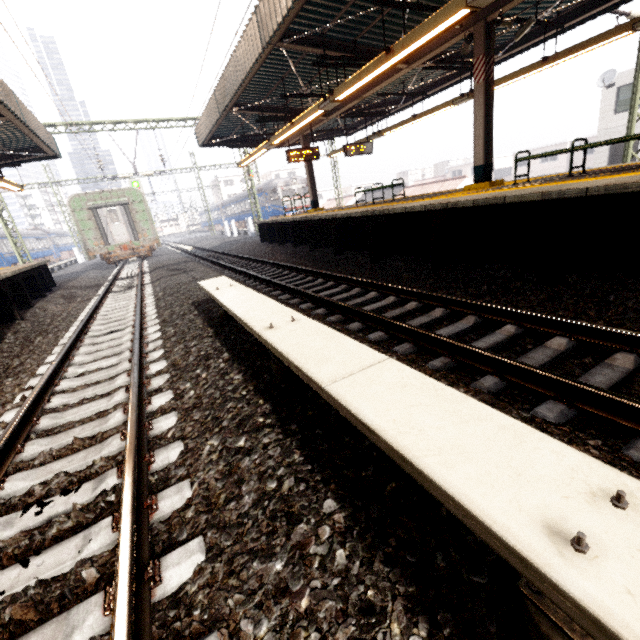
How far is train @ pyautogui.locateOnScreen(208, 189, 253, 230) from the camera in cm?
3738

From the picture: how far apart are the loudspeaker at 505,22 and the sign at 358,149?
7.7m

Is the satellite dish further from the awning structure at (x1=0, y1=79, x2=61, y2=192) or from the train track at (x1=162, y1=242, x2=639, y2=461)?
the awning structure at (x1=0, y1=79, x2=61, y2=192)

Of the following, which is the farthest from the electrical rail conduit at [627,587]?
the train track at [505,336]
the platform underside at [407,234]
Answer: the platform underside at [407,234]

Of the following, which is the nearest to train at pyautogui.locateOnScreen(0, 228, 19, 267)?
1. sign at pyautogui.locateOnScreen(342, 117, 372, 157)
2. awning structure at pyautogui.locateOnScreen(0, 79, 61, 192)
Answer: awning structure at pyautogui.locateOnScreen(0, 79, 61, 192)

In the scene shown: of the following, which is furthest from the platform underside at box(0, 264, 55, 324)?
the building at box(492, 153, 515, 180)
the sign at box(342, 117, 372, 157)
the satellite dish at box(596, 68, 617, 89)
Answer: the building at box(492, 153, 515, 180)

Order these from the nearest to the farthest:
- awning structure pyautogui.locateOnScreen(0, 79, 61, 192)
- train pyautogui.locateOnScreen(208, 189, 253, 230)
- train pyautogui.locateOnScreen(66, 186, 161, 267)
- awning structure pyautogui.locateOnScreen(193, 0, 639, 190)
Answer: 1. awning structure pyautogui.locateOnScreen(193, 0, 639, 190)
2. awning structure pyautogui.locateOnScreen(0, 79, 61, 192)
3. train pyautogui.locateOnScreen(66, 186, 161, 267)
4. train pyautogui.locateOnScreen(208, 189, 253, 230)

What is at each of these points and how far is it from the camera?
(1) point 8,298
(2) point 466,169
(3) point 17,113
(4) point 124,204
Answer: (1) platform underside, 7.9 meters
(2) building, 56.2 meters
(3) awning structure, 8.9 meters
(4) train, 19.1 meters
